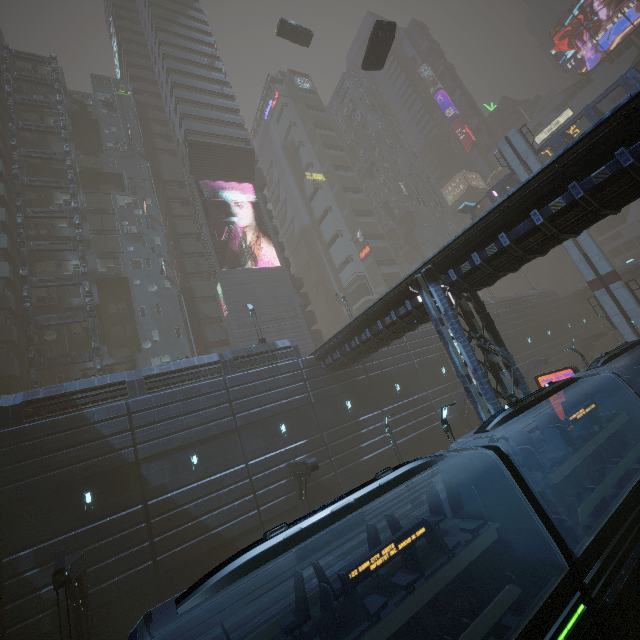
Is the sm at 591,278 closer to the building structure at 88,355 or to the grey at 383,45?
the grey at 383,45

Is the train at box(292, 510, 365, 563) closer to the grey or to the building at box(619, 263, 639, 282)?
the building at box(619, 263, 639, 282)

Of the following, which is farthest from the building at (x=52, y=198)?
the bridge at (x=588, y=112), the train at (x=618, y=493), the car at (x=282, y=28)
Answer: the bridge at (x=588, y=112)

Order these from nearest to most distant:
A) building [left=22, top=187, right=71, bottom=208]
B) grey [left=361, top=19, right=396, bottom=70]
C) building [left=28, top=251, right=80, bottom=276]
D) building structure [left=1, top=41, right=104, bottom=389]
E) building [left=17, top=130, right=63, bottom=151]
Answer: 1. grey [left=361, top=19, right=396, bottom=70]
2. building structure [left=1, top=41, right=104, bottom=389]
3. building [left=28, top=251, right=80, bottom=276]
4. building [left=22, top=187, right=71, bottom=208]
5. building [left=17, top=130, right=63, bottom=151]

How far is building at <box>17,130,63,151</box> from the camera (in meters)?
36.47

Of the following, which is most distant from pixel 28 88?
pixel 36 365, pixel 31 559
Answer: pixel 31 559

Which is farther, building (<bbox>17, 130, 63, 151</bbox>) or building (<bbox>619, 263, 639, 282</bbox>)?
building (<bbox>619, 263, 639, 282</bbox>)
